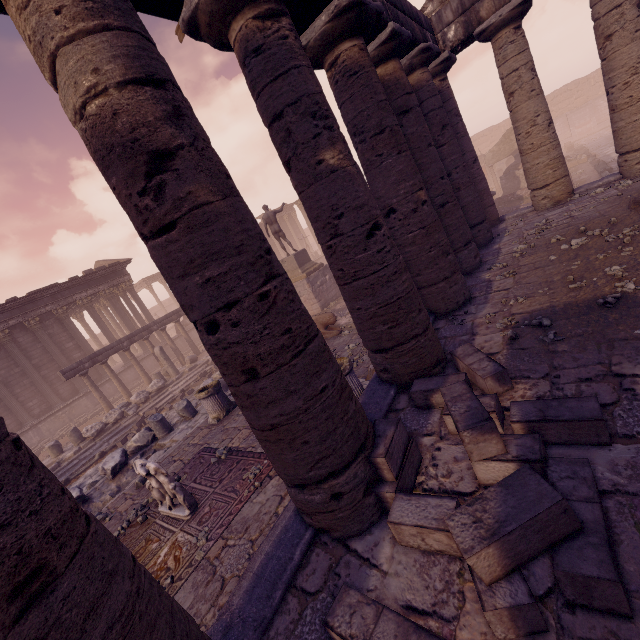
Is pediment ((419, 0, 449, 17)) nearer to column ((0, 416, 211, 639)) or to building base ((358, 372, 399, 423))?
building base ((358, 372, 399, 423))

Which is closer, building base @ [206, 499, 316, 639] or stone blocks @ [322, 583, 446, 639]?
stone blocks @ [322, 583, 446, 639]

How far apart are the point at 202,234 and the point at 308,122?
2.4m

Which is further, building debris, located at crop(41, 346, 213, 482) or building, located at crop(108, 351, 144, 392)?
building, located at crop(108, 351, 144, 392)

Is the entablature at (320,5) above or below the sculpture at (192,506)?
above

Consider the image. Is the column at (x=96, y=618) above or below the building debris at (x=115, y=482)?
above

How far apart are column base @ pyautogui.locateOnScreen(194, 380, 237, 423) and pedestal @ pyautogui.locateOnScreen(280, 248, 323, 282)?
8.0m

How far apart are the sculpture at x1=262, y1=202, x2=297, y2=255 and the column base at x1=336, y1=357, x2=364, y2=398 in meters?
11.2
